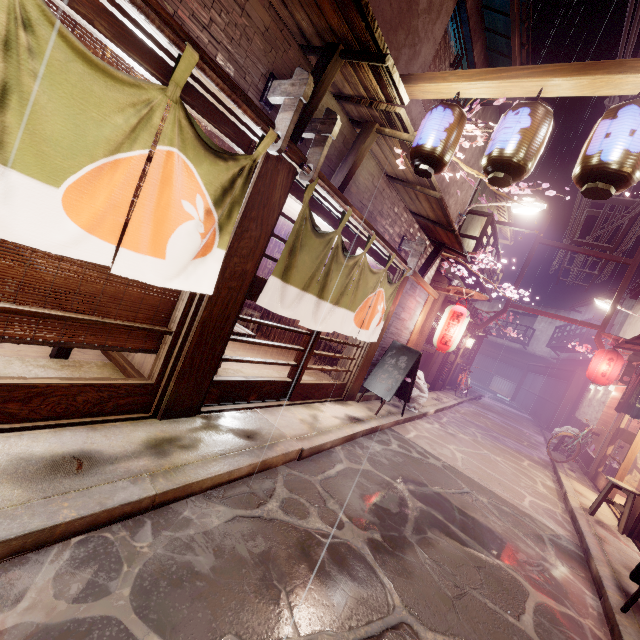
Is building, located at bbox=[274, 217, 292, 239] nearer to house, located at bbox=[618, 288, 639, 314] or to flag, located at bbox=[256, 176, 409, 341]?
flag, located at bbox=[256, 176, 409, 341]

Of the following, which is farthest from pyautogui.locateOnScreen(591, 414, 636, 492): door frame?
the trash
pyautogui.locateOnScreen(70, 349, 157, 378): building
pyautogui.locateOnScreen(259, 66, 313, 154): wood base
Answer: pyautogui.locateOnScreen(70, 349, 157, 378): building

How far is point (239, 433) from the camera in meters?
6.4

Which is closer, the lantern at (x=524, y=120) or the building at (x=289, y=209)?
the lantern at (x=524, y=120)

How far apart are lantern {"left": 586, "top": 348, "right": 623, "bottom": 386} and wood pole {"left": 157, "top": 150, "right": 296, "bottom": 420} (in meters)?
20.50

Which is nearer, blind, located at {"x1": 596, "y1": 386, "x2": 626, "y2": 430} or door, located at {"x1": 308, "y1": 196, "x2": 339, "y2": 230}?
door, located at {"x1": 308, "y1": 196, "x2": 339, "y2": 230}

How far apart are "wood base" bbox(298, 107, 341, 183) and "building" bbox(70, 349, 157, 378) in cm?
436

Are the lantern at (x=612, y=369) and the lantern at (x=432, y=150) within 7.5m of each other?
no
